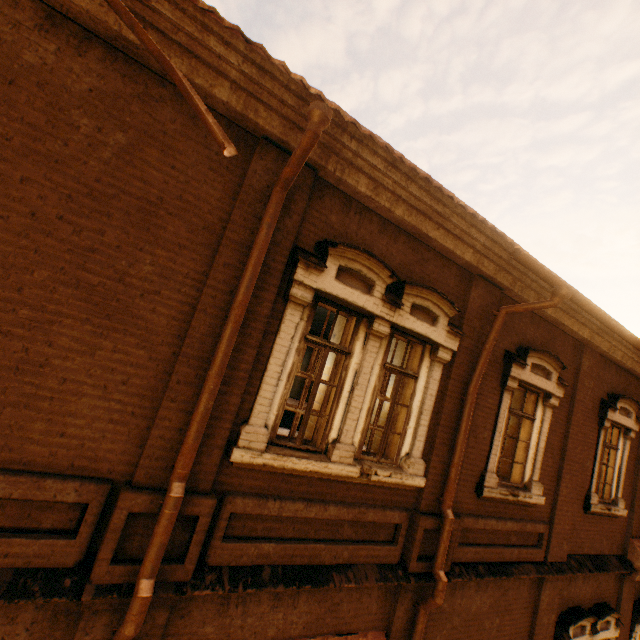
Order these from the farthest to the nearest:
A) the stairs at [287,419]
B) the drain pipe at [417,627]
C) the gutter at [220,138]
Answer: the stairs at [287,419] < the drain pipe at [417,627] < the gutter at [220,138]

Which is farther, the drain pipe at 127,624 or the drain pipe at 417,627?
the drain pipe at 417,627

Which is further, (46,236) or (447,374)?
(447,374)

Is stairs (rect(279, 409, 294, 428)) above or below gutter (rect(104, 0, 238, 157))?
below

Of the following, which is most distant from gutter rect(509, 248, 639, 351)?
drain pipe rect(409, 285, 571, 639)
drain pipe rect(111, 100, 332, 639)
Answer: drain pipe rect(111, 100, 332, 639)

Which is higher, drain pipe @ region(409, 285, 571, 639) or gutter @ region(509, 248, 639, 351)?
gutter @ region(509, 248, 639, 351)

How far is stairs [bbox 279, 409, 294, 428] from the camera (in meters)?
13.16

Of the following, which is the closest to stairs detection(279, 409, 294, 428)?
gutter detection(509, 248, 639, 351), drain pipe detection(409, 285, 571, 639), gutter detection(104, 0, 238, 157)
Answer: drain pipe detection(409, 285, 571, 639)
